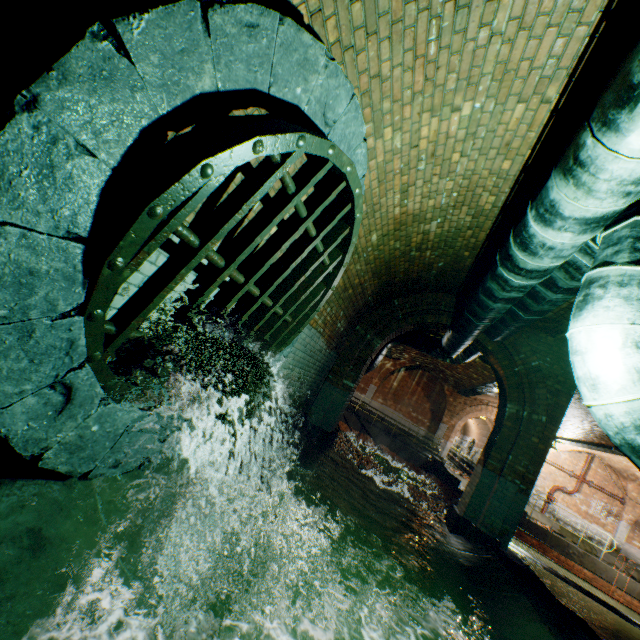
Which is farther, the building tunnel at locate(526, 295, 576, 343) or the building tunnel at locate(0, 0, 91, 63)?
the building tunnel at locate(526, 295, 576, 343)

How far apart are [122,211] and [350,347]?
6.7m

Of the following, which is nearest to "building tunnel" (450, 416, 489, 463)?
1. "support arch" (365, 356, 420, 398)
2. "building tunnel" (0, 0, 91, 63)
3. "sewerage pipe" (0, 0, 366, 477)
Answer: "support arch" (365, 356, 420, 398)

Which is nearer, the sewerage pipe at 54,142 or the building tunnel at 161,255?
the sewerage pipe at 54,142

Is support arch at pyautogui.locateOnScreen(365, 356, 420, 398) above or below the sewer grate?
above

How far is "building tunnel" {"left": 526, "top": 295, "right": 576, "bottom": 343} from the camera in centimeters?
566cm

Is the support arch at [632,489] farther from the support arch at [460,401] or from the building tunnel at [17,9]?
the building tunnel at [17,9]
